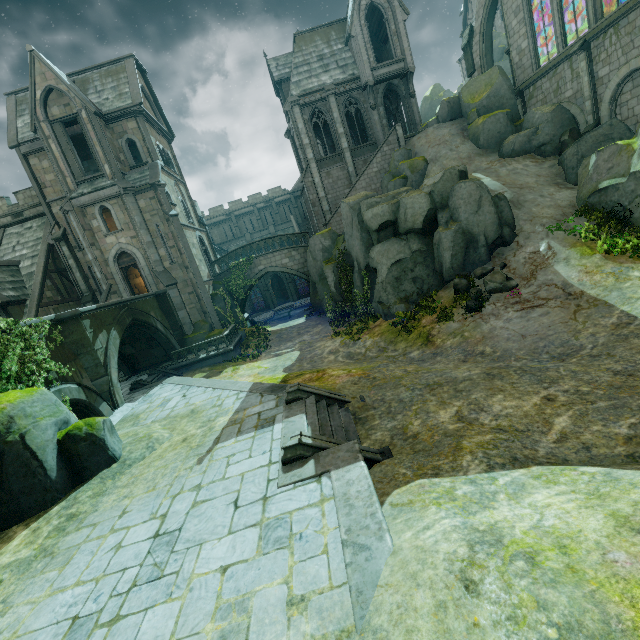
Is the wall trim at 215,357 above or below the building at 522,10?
below

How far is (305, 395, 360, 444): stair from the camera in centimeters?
817cm

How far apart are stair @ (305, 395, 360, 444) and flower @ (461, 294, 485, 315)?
7.9 meters

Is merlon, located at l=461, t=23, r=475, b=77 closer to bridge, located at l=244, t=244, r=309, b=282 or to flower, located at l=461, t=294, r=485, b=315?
bridge, located at l=244, t=244, r=309, b=282

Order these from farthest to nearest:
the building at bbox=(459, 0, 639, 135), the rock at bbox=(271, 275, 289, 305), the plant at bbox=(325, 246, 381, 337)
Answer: the rock at bbox=(271, 275, 289, 305) → the plant at bbox=(325, 246, 381, 337) → the building at bbox=(459, 0, 639, 135)

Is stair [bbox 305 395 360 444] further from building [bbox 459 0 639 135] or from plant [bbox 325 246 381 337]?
building [bbox 459 0 639 135]

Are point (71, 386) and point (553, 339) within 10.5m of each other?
no

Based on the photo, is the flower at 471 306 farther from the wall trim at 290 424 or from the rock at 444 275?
the wall trim at 290 424
